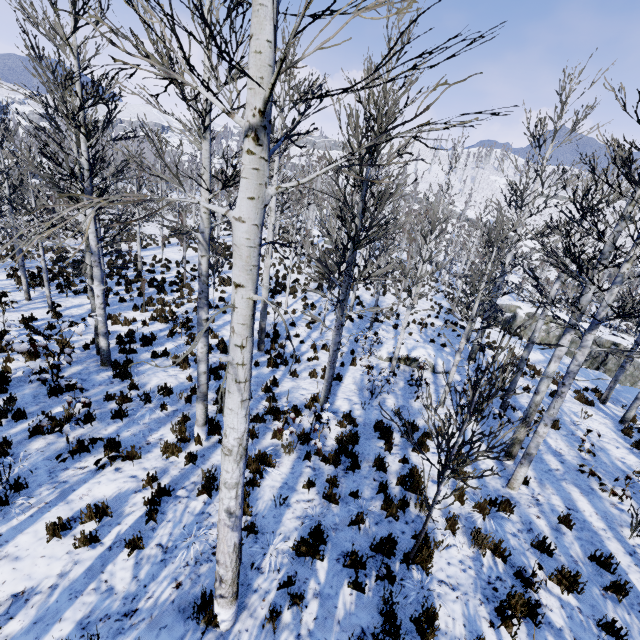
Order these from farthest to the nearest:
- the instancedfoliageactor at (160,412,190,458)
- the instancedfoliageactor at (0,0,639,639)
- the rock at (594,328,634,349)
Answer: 1. the rock at (594,328,634,349)
2. the instancedfoliageactor at (160,412,190,458)
3. the instancedfoliageactor at (0,0,639,639)

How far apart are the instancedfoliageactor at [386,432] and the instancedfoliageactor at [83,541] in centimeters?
593cm

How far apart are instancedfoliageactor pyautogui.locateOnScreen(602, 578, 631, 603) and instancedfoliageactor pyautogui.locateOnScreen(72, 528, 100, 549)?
7.9 meters

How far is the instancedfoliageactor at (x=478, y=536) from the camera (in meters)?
5.26

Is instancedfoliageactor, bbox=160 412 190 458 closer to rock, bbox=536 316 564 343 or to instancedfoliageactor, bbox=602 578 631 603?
rock, bbox=536 316 564 343

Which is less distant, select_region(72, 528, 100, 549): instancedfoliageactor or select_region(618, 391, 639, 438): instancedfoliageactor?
select_region(72, 528, 100, 549): instancedfoliageactor

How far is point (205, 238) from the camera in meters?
5.5 m

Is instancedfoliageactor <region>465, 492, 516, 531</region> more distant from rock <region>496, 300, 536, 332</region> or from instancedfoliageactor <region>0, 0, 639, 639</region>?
instancedfoliageactor <region>0, 0, 639, 639</region>
